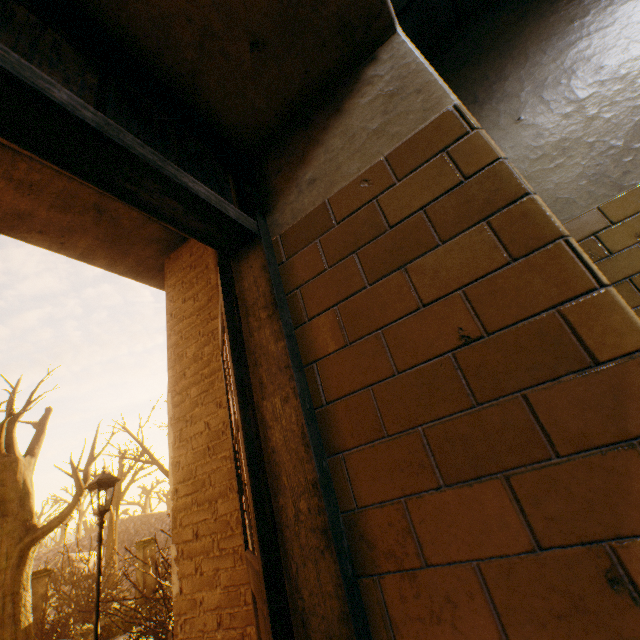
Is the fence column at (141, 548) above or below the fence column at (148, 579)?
above

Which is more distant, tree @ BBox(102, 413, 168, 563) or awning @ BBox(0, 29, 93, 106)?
tree @ BBox(102, 413, 168, 563)

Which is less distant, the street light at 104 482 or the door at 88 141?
the door at 88 141

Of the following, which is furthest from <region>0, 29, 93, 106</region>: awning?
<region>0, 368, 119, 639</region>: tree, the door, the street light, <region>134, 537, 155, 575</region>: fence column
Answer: <region>134, 537, 155, 575</region>: fence column

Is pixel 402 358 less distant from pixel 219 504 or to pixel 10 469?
pixel 219 504

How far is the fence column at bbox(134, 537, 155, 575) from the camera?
14.1m

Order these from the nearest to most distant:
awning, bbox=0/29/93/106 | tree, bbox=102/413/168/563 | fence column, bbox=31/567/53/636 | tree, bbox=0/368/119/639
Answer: awning, bbox=0/29/93/106 < tree, bbox=0/368/119/639 < fence column, bbox=31/567/53/636 < tree, bbox=102/413/168/563

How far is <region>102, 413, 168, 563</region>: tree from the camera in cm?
1544
